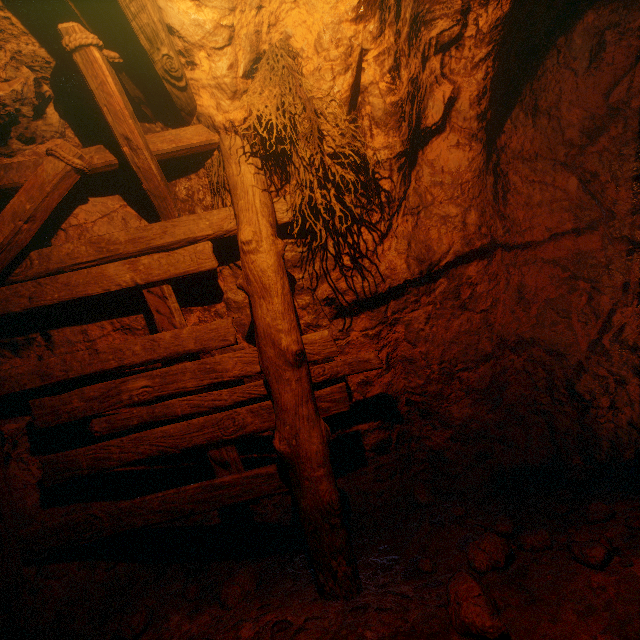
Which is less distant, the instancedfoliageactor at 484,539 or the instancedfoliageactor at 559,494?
the instancedfoliageactor at 484,539

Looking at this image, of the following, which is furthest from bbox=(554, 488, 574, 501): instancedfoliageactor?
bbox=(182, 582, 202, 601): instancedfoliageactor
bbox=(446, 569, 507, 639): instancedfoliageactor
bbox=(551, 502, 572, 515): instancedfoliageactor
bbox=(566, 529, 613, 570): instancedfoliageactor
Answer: bbox=(182, 582, 202, 601): instancedfoliageactor

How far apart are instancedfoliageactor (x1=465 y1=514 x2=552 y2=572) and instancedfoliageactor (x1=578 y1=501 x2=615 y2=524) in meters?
0.7

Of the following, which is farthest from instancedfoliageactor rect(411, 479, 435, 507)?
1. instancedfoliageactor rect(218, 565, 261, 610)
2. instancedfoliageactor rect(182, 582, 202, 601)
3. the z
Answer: instancedfoliageactor rect(182, 582, 202, 601)

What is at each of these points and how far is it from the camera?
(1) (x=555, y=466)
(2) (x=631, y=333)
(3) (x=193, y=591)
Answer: (1) instancedfoliageactor, 3.5m
(2) z, 3.5m
(3) instancedfoliageactor, 2.8m

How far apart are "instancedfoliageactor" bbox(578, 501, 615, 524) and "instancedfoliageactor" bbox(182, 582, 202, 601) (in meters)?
3.37

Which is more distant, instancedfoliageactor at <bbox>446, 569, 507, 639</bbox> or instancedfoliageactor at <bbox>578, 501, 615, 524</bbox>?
instancedfoliageactor at <bbox>578, 501, 615, 524</bbox>

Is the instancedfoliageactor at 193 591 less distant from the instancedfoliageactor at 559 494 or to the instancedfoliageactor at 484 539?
the instancedfoliageactor at 484 539
